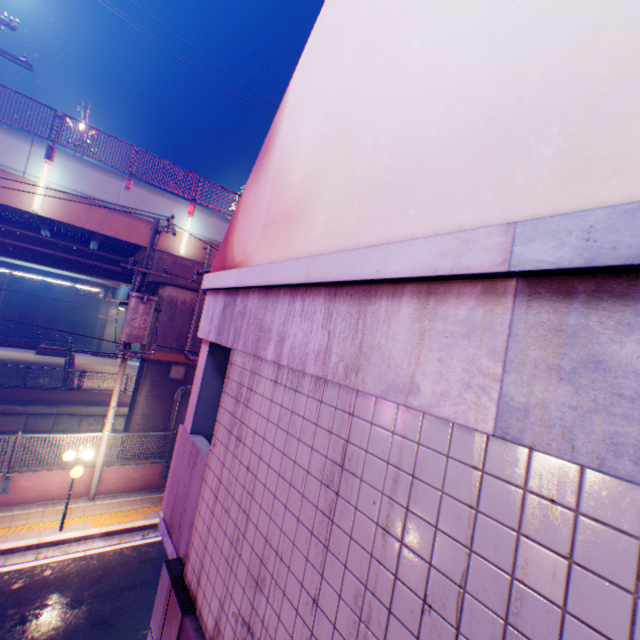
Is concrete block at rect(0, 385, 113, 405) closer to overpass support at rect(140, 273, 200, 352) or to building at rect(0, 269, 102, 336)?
overpass support at rect(140, 273, 200, 352)

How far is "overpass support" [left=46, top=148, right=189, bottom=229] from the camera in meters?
11.8

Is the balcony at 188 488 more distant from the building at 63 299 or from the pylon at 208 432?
the building at 63 299

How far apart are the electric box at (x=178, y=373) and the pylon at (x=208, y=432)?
A: 10.64m

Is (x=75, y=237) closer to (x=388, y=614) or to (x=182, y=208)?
(x=182, y=208)

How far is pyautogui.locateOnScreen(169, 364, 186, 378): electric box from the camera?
13.70m

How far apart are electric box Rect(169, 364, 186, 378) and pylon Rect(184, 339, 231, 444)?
10.6m

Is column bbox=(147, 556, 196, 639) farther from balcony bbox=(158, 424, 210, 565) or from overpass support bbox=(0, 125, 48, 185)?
overpass support bbox=(0, 125, 48, 185)
